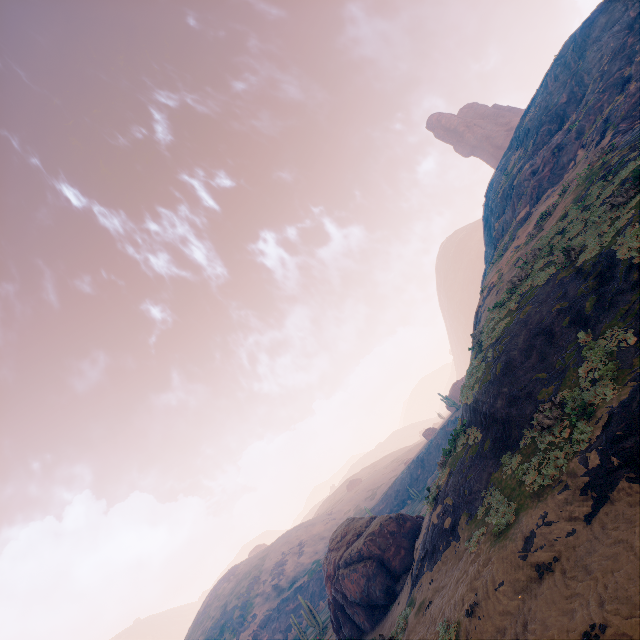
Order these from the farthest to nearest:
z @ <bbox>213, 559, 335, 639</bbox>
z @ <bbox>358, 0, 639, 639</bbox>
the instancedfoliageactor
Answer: z @ <bbox>213, 559, 335, 639</bbox> < the instancedfoliageactor < z @ <bbox>358, 0, 639, 639</bbox>

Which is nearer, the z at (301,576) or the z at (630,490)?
the z at (630,490)

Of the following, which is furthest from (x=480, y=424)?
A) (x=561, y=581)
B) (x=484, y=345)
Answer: (x=561, y=581)

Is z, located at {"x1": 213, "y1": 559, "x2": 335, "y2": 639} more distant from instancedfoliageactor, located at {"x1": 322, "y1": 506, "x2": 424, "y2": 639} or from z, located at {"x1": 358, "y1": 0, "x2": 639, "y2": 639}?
instancedfoliageactor, located at {"x1": 322, "y1": 506, "x2": 424, "y2": 639}

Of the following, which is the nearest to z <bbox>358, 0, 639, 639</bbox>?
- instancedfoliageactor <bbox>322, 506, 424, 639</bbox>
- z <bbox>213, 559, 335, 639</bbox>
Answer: instancedfoliageactor <bbox>322, 506, 424, 639</bbox>

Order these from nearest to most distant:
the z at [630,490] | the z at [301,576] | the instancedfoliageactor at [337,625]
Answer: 1. the z at [630,490]
2. the instancedfoliageactor at [337,625]
3. the z at [301,576]
